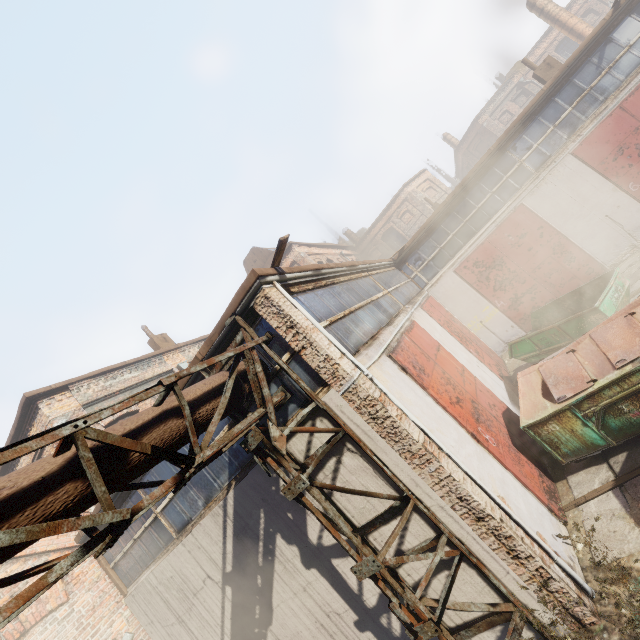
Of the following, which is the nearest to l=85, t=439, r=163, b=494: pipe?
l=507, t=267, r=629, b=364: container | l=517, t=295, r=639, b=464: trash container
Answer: l=517, t=295, r=639, b=464: trash container

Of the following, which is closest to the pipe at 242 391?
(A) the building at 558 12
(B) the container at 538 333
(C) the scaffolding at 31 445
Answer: (C) the scaffolding at 31 445

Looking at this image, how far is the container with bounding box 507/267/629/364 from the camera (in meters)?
8.04

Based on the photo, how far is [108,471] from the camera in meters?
3.0 m

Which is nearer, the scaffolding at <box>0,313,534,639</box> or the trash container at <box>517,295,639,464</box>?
the scaffolding at <box>0,313,534,639</box>

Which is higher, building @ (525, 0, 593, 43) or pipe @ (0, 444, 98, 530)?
building @ (525, 0, 593, 43)

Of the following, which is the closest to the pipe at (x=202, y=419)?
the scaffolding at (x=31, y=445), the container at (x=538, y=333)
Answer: the scaffolding at (x=31, y=445)

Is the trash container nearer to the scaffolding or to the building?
the scaffolding
